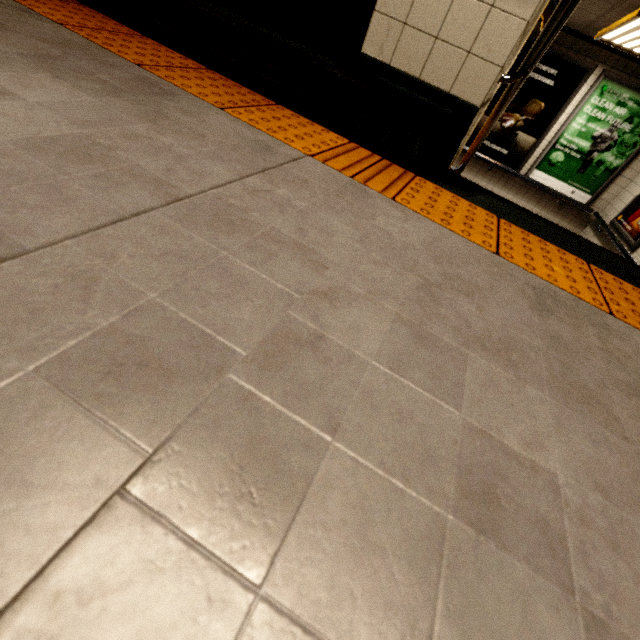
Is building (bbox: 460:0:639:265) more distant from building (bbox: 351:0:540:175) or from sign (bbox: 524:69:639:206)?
building (bbox: 351:0:540:175)

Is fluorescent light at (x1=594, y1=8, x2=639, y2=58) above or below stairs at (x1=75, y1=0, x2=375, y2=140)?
above

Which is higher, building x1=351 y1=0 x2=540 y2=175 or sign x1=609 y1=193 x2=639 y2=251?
building x1=351 y1=0 x2=540 y2=175

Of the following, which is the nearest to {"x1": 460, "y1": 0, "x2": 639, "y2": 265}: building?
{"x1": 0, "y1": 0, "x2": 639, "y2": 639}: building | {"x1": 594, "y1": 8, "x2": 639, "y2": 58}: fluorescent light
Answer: {"x1": 594, "y1": 8, "x2": 639, "y2": 58}: fluorescent light

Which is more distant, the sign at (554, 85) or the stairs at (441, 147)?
the sign at (554, 85)

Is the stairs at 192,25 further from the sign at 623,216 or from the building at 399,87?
the sign at 623,216

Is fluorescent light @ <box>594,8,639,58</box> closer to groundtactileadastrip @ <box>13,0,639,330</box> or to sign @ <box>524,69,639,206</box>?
sign @ <box>524,69,639,206</box>

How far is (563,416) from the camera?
0.69m
